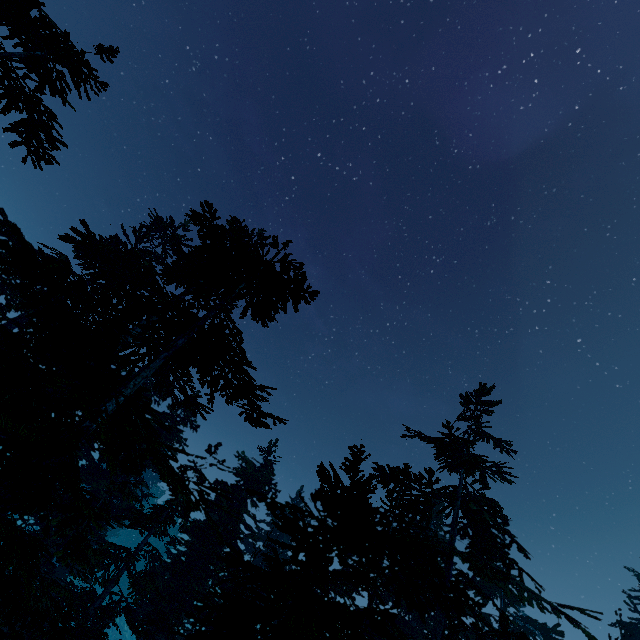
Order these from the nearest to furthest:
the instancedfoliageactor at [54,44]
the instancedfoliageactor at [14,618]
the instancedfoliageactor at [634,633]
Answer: the instancedfoliageactor at [14,618] < the instancedfoliageactor at [54,44] < the instancedfoliageactor at [634,633]

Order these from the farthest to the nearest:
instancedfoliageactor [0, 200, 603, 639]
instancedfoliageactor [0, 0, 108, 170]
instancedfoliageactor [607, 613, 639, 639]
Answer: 1. instancedfoliageactor [607, 613, 639, 639]
2. instancedfoliageactor [0, 0, 108, 170]
3. instancedfoliageactor [0, 200, 603, 639]

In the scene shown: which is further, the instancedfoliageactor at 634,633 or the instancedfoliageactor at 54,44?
the instancedfoliageactor at 634,633

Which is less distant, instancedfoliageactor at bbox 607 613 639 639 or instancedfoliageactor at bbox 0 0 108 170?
instancedfoliageactor at bbox 0 0 108 170

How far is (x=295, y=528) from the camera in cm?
468

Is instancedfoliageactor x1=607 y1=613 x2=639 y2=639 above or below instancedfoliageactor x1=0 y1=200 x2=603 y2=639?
above
